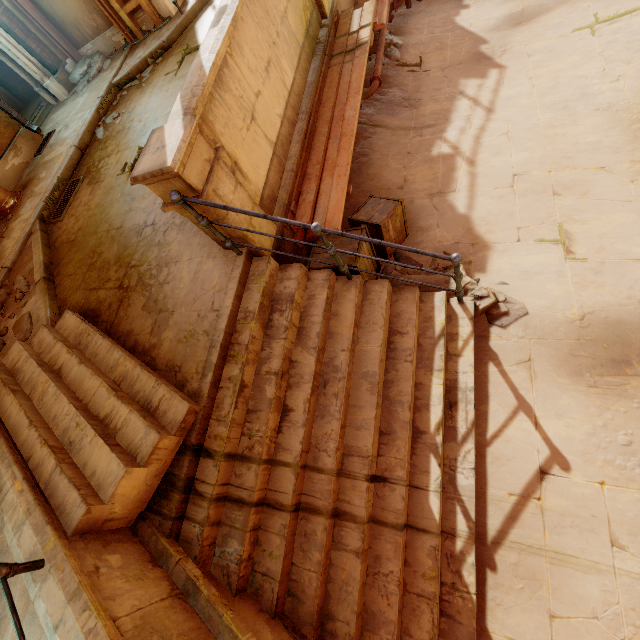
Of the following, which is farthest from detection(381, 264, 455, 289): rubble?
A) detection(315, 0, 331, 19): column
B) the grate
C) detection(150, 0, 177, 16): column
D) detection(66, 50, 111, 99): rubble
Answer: detection(66, 50, 111, 99): rubble

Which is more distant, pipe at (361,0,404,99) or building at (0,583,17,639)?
pipe at (361,0,404,99)

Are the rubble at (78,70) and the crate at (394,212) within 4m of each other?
no

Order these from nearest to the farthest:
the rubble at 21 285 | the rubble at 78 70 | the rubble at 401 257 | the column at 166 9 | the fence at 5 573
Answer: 1. the fence at 5 573
2. the rubble at 401 257
3. the rubble at 21 285
4. the column at 166 9
5. the rubble at 78 70

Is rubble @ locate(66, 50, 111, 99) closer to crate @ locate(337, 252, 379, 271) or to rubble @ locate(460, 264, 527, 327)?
crate @ locate(337, 252, 379, 271)

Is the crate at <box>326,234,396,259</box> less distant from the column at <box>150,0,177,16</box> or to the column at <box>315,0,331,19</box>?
the column at <box>315,0,331,19</box>

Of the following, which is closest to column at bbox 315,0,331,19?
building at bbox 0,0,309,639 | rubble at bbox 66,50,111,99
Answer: building at bbox 0,0,309,639

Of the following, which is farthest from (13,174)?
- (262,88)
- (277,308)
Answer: (277,308)
